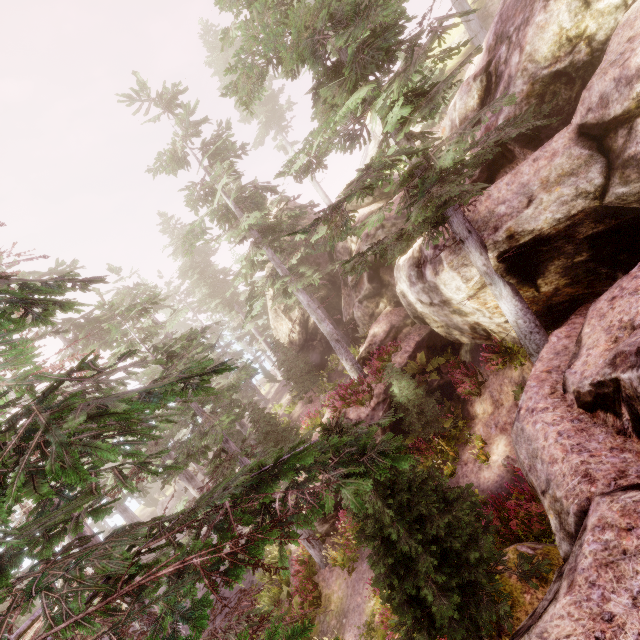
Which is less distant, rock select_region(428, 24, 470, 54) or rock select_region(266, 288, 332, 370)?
rock select_region(428, 24, 470, 54)

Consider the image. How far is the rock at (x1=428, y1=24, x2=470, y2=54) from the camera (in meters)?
27.31

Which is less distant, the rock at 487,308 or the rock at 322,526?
the rock at 487,308

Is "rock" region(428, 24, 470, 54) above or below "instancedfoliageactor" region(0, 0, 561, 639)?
above

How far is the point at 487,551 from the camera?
6.4 meters

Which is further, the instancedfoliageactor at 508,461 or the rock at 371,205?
the rock at 371,205

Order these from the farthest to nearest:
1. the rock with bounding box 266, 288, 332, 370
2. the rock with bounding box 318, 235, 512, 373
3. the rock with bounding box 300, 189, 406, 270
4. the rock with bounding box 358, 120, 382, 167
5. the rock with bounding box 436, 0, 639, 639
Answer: the rock with bounding box 358, 120, 382, 167
the rock with bounding box 266, 288, 332, 370
the rock with bounding box 300, 189, 406, 270
the rock with bounding box 318, 235, 512, 373
the rock with bounding box 436, 0, 639, 639
